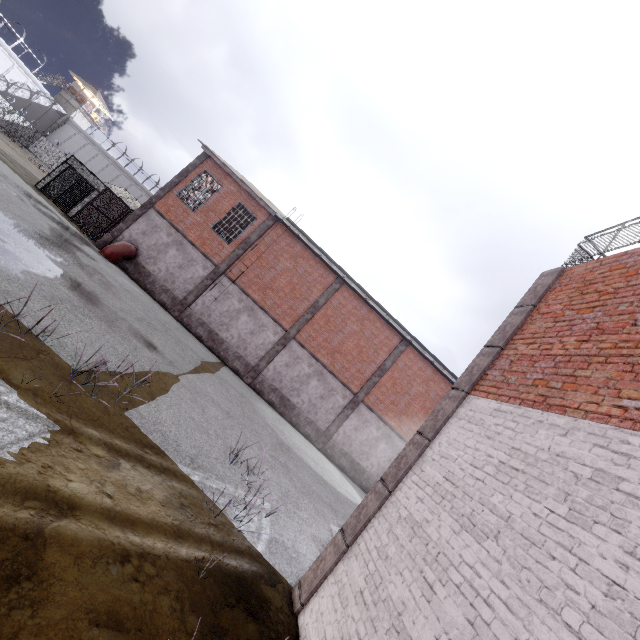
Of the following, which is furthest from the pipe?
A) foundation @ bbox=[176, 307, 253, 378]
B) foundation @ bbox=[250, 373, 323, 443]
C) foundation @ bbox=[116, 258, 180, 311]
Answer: foundation @ bbox=[250, 373, 323, 443]

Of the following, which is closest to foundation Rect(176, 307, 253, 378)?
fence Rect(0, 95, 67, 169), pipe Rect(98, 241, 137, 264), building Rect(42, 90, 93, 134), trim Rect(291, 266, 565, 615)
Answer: pipe Rect(98, 241, 137, 264)

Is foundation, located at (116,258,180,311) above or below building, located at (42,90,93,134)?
below

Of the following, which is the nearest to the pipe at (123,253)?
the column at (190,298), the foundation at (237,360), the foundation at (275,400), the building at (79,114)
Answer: the column at (190,298)

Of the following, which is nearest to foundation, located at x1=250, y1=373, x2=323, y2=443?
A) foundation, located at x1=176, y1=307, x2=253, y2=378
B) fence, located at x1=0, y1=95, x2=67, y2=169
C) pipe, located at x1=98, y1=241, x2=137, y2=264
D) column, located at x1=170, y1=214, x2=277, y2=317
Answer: foundation, located at x1=176, y1=307, x2=253, y2=378

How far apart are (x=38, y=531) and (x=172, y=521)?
1.68m

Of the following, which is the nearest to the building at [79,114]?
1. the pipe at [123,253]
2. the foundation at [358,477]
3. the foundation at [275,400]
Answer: the pipe at [123,253]

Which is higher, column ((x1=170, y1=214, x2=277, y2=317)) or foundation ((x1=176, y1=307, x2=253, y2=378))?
column ((x1=170, y1=214, x2=277, y2=317))
